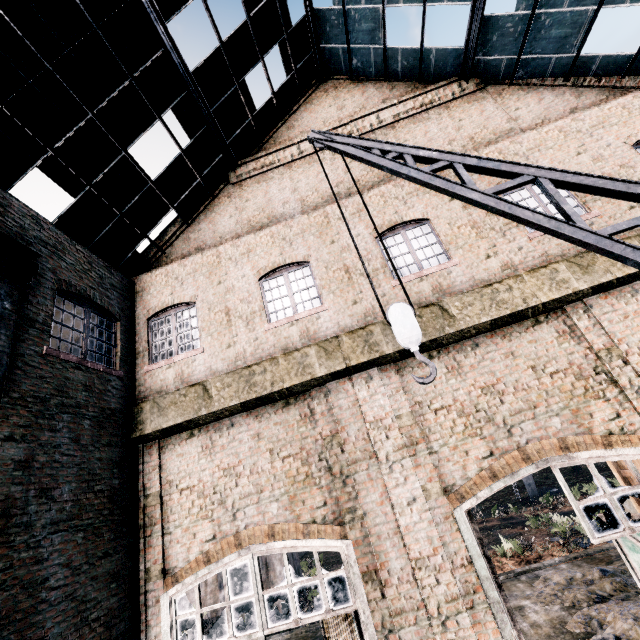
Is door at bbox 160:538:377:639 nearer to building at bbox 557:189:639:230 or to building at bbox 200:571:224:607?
building at bbox 557:189:639:230

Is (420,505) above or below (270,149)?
below

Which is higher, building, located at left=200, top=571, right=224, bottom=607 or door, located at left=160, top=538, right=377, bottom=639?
door, located at left=160, top=538, right=377, bottom=639

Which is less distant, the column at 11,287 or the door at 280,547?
the column at 11,287

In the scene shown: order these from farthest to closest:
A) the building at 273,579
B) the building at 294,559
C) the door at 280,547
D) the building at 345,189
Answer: the building at 294,559 < the building at 273,579 < the building at 345,189 < the door at 280,547

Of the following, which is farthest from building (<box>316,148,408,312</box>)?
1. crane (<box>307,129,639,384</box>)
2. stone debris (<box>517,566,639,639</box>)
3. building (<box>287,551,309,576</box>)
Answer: building (<box>287,551,309,576</box>)

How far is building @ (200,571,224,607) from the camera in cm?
2145

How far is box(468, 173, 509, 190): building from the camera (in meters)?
9.46
